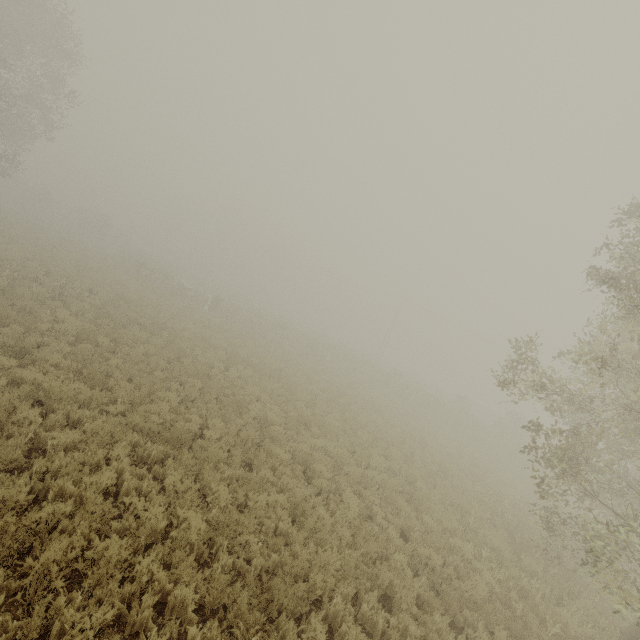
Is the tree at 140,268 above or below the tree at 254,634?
above

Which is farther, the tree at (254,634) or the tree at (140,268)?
the tree at (140,268)

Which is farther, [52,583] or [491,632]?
[491,632]

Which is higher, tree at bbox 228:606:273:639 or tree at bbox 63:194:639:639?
tree at bbox 63:194:639:639

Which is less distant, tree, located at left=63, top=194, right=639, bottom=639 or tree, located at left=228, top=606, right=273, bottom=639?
tree, located at left=228, top=606, right=273, bottom=639
